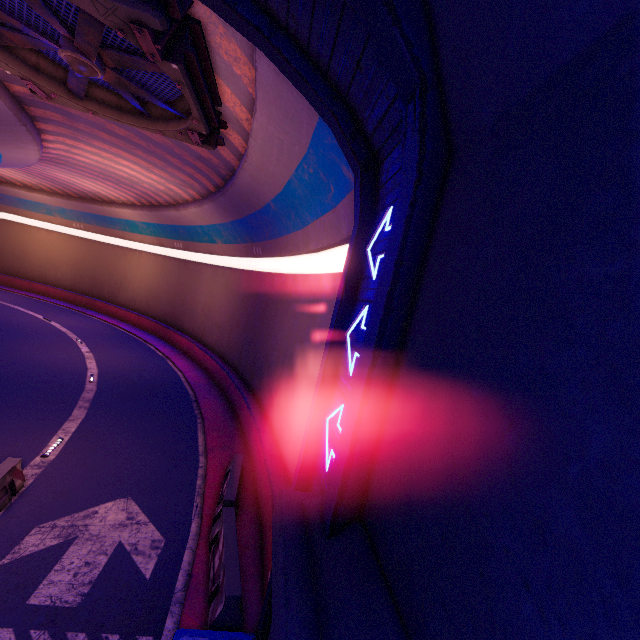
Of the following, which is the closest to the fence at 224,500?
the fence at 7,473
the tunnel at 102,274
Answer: the tunnel at 102,274

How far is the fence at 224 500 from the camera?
6.1m

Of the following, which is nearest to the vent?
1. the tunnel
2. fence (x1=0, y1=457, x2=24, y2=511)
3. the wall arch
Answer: the tunnel

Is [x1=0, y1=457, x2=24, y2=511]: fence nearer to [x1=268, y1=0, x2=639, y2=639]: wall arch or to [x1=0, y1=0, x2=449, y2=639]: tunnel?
[x1=0, y1=0, x2=449, y2=639]: tunnel

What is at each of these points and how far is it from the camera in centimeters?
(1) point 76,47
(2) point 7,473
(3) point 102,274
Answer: (1) vent, 730cm
(2) fence, 809cm
(3) tunnel, 3575cm

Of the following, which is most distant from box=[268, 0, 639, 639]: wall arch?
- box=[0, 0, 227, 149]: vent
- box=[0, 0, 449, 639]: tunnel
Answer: box=[0, 0, 227, 149]: vent

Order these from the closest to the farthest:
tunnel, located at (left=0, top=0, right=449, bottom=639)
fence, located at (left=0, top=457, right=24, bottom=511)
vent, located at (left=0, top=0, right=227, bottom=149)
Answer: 1. tunnel, located at (left=0, top=0, right=449, bottom=639)
2. vent, located at (left=0, top=0, right=227, bottom=149)
3. fence, located at (left=0, top=457, right=24, bottom=511)

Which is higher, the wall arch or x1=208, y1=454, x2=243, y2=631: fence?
the wall arch
